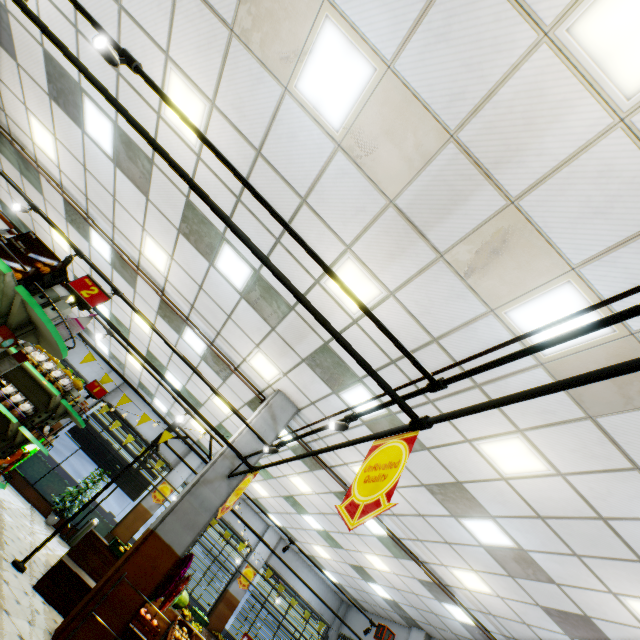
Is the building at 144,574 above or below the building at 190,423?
below

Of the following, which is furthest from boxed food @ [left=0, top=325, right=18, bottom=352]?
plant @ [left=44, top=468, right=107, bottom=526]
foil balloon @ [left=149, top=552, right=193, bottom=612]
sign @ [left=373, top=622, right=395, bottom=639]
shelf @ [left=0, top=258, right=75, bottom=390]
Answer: plant @ [left=44, top=468, right=107, bottom=526]

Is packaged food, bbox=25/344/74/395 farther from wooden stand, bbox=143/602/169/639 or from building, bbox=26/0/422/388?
wooden stand, bbox=143/602/169/639

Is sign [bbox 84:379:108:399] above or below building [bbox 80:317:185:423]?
below

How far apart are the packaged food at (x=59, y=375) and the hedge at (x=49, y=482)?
10.1 meters

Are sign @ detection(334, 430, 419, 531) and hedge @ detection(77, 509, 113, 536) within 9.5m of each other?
no

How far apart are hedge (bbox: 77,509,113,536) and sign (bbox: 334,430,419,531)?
14.8 meters

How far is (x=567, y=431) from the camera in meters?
4.1 m
